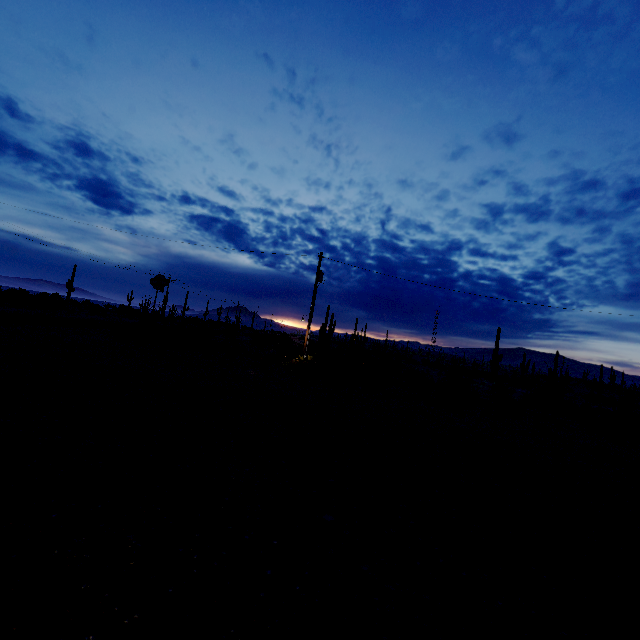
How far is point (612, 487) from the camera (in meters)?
8.45

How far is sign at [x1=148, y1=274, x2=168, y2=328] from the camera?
23.6m

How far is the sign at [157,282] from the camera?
23.6 meters
